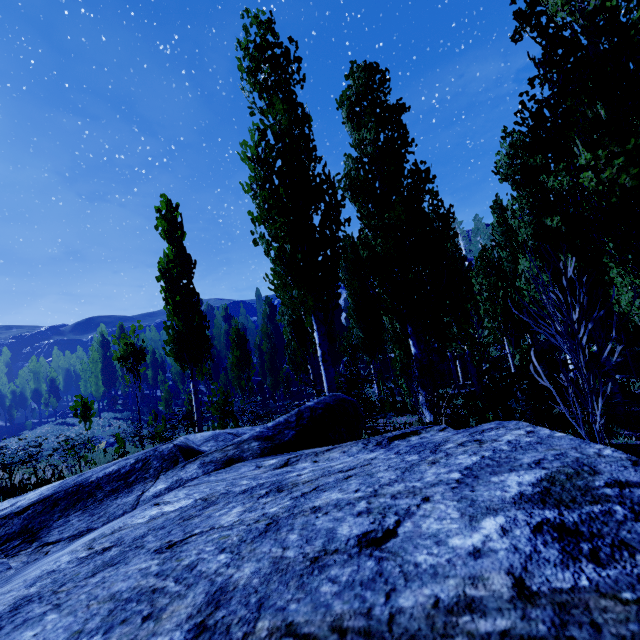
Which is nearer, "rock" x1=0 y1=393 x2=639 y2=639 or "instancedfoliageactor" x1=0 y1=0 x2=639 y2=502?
"rock" x1=0 y1=393 x2=639 y2=639

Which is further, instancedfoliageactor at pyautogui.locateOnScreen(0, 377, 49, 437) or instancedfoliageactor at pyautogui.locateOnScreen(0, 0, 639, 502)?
instancedfoliageactor at pyautogui.locateOnScreen(0, 377, 49, 437)

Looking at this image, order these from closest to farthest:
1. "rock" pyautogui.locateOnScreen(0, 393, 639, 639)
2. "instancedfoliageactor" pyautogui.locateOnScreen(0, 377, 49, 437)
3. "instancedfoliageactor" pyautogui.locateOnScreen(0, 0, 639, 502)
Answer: "rock" pyautogui.locateOnScreen(0, 393, 639, 639)
"instancedfoliageactor" pyautogui.locateOnScreen(0, 0, 639, 502)
"instancedfoliageactor" pyautogui.locateOnScreen(0, 377, 49, 437)

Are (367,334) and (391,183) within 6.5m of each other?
no

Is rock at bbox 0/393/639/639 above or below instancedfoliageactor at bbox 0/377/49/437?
below

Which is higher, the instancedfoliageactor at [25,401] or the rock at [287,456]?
the instancedfoliageactor at [25,401]

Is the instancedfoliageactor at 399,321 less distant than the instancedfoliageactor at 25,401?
Yes
